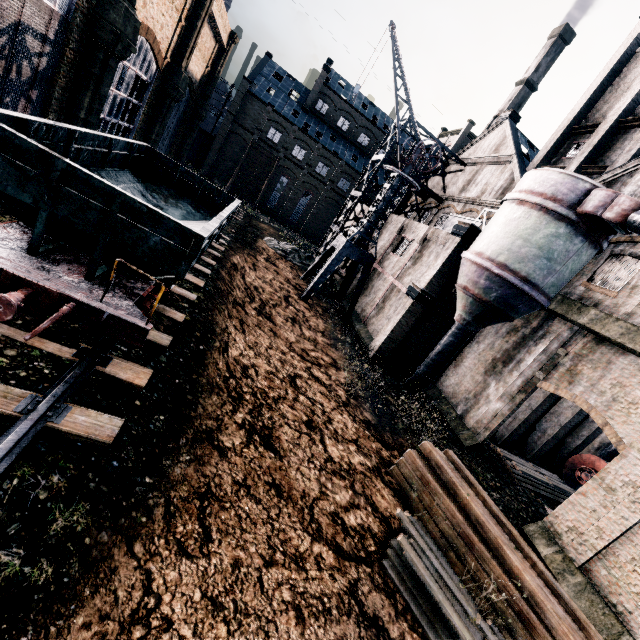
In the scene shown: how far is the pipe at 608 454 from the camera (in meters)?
22.74

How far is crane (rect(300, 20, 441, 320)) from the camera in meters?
22.2

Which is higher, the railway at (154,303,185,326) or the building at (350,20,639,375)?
Result: the building at (350,20,639,375)

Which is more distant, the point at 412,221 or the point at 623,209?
the point at 412,221

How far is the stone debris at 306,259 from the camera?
31.5 meters

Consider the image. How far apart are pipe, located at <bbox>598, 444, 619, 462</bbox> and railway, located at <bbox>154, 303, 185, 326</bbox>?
29.4m

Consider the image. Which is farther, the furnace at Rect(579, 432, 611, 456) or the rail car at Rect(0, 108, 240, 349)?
the furnace at Rect(579, 432, 611, 456)

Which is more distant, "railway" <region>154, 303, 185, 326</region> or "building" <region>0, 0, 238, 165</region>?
"building" <region>0, 0, 238, 165</region>
